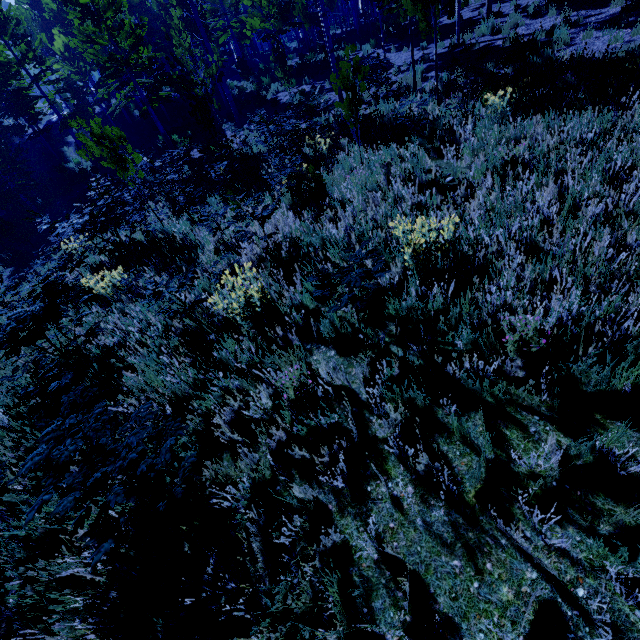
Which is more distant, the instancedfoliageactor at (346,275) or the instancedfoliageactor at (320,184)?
the instancedfoliageactor at (320,184)

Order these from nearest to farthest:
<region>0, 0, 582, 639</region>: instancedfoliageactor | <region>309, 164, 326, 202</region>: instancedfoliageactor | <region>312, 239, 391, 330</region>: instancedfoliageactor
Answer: <region>0, 0, 582, 639</region>: instancedfoliageactor < <region>312, 239, 391, 330</region>: instancedfoliageactor < <region>309, 164, 326, 202</region>: instancedfoliageactor

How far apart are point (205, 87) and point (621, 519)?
16.9 meters

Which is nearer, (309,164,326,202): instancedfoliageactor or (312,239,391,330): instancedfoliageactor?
(312,239,391,330): instancedfoliageactor

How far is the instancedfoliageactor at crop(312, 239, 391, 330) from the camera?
3.1 meters

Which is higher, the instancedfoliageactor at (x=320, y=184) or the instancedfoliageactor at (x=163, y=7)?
the instancedfoliageactor at (x=320, y=184)
